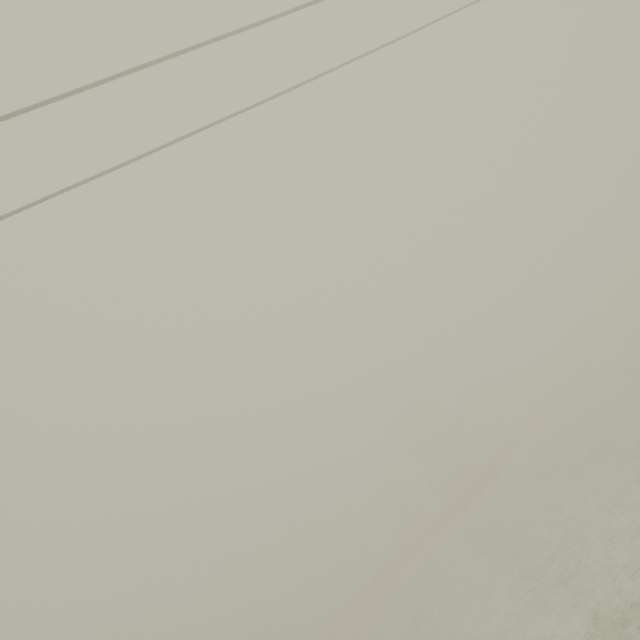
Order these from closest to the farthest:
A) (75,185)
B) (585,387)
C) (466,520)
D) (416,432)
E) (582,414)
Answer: (75,185)
(582,414)
(466,520)
(585,387)
(416,432)
